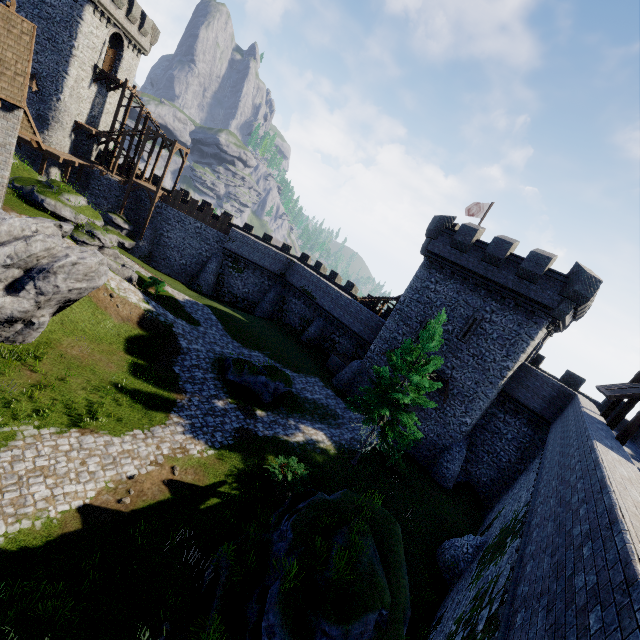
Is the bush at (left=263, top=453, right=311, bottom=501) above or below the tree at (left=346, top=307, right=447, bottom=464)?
below

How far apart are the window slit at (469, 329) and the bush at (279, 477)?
14.5m

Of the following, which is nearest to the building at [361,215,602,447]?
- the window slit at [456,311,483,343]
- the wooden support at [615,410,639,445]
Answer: the window slit at [456,311,483,343]

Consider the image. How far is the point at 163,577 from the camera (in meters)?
9.99

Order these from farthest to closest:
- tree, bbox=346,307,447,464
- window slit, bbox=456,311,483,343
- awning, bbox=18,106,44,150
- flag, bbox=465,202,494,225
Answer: flag, bbox=465,202,494,225, window slit, bbox=456,311,483,343, tree, bbox=346,307,447,464, awning, bbox=18,106,44,150

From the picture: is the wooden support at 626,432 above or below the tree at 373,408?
above

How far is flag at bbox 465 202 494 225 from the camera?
29.0 meters

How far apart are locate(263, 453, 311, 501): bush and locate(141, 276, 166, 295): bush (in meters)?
18.06
